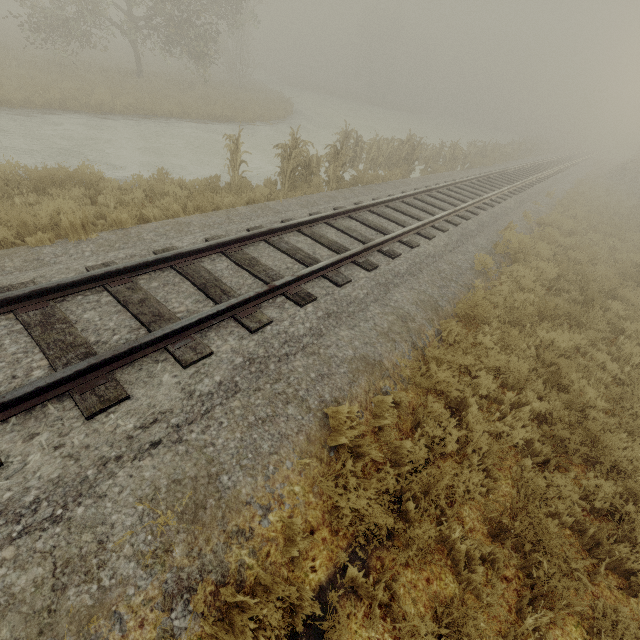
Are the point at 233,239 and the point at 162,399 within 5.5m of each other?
yes

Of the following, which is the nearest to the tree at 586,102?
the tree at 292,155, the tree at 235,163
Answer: the tree at 292,155

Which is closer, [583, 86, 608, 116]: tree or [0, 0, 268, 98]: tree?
[0, 0, 268, 98]: tree

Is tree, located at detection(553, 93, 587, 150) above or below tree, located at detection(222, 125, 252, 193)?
above

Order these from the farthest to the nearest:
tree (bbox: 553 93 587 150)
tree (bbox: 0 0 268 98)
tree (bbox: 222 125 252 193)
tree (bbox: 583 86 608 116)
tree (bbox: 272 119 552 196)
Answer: tree (bbox: 553 93 587 150) → tree (bbox: 583 86 608 116) → tree (bbox: 0 0 268 98) → tree (bbox: 272 119 552 196) → tree (bbox: 222 125 252 193)

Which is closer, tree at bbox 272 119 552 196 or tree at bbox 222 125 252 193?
tree at bbox 222 125 252 193

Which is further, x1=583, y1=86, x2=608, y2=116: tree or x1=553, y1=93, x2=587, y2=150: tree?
x1=553, y1=93, x2=587, y2=150: tree

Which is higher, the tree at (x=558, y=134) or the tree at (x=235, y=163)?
the tree at (x=558, y=134)
